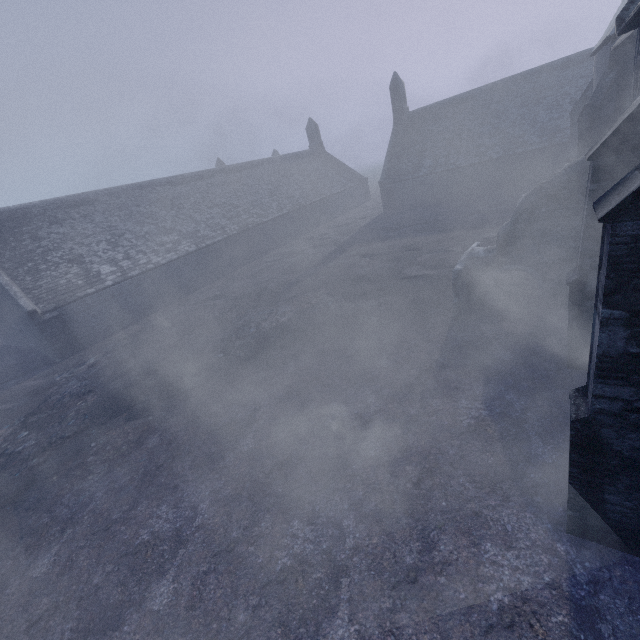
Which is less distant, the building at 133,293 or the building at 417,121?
the building at 417,121

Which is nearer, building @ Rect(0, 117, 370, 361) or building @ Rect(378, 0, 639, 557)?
building @ Rect(378, 0, 639, 557)

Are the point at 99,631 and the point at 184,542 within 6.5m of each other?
yes
